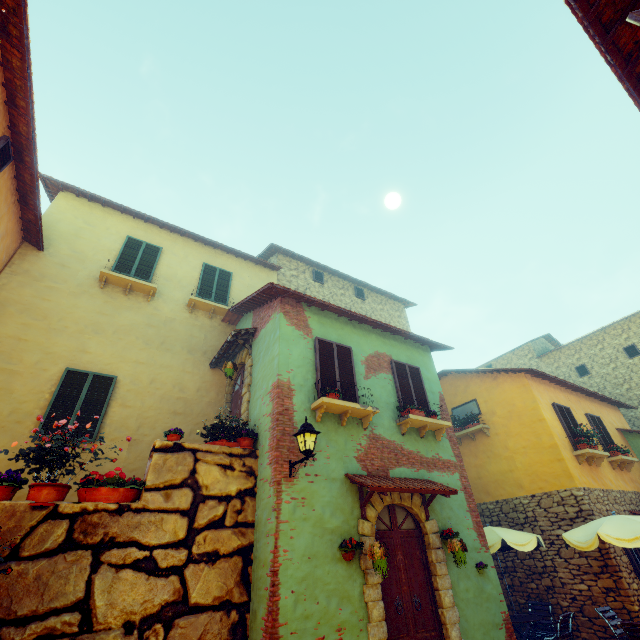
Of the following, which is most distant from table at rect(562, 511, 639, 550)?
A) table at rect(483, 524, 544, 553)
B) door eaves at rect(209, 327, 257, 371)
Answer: door eaves at rect(209, 327, 257, 371)

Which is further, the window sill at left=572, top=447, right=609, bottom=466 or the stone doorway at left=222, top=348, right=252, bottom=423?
the window sill at left=572, top=447, right=609, bottom=466

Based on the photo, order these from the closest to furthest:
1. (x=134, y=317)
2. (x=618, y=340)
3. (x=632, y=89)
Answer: (x=632, y=89)
(x=134, y=317)
(x=618, y=340)

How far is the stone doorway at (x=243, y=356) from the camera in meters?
7.8 m

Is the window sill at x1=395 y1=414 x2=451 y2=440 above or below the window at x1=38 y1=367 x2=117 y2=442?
below

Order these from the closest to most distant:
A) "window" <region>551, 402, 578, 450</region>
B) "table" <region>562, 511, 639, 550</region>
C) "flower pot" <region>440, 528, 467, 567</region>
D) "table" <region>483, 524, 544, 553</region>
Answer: "flower pot" <region>440, 528, 467, 567</region> → "table" <region>562, 511, 639, 550</region> → "table" <region>483, 524, 544, 553</region> → "window" <region>551, 402, 578, 450</region>

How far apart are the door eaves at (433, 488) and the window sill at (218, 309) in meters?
6.6 m

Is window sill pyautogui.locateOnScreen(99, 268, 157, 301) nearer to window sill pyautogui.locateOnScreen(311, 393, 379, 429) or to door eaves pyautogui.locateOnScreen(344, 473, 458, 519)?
window sill pyautogui.locateOnScreen(311, 393, 379, 429)
